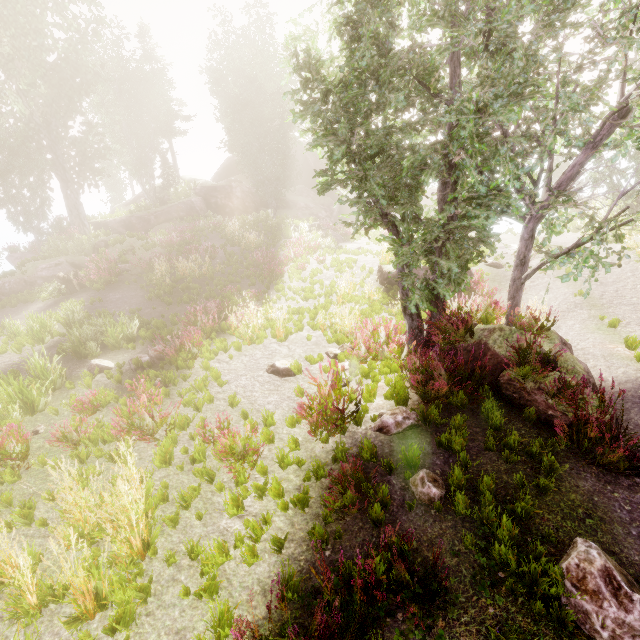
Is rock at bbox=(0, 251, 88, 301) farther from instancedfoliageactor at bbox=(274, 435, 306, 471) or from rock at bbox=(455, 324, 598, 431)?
rock at bbox=(455, 324, 598, 431)

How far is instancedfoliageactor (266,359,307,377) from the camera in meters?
8.4

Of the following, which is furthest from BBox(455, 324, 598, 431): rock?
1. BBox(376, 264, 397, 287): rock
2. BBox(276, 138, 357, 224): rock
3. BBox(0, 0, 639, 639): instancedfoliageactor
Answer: BBox(276, 138, 357, 224): rock

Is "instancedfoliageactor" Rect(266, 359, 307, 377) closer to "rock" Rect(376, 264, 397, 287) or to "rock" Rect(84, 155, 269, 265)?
"rock" Rect(84, 155, 269, 265)

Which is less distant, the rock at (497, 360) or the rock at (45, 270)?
the rock at (497, 360)

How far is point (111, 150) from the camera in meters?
27.7 m

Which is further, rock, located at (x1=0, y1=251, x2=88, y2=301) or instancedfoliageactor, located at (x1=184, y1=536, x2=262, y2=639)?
rock, located at (x1=0, y1=251, x2=88, y2=301)

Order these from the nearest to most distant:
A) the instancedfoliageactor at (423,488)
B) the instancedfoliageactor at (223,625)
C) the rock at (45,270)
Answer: the instancedfoliageactor at (223,625), the instancedfoliageactor at (423,488), the rock at (45,270)
